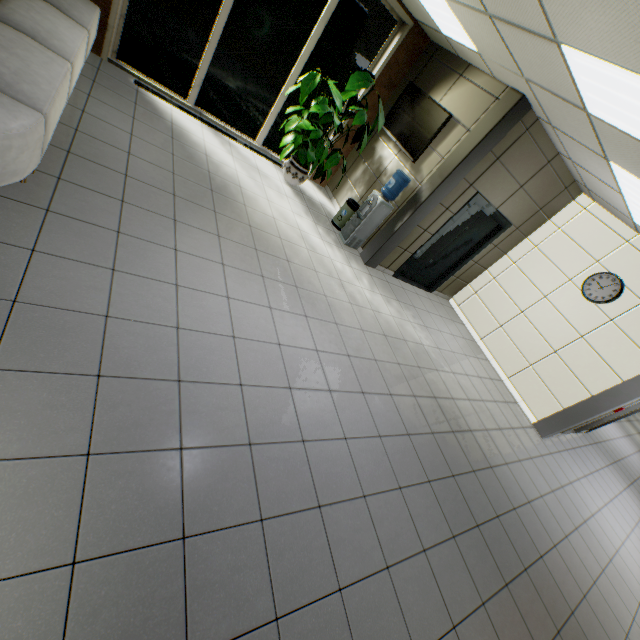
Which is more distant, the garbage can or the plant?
the garbage can

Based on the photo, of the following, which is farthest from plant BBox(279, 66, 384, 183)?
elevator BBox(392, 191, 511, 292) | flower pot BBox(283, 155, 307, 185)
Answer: elevator BBox(392, 191, 511, 292)

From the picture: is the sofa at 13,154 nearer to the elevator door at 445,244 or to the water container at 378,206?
the water container at 378,206

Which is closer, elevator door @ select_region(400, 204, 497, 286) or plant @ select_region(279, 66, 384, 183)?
plant @ select_region(279, 66, 384, 183)

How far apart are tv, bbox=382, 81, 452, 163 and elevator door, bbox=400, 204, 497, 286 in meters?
1.2 m

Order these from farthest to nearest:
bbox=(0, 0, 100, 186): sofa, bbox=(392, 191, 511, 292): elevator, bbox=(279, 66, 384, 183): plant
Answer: bbox=(392, 191, 511, 292): elevator < bbox=(279, 66, 384, 183): plant < bbox=(0, 0, 100, 186): sofa

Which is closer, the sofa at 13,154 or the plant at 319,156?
the sofa at 13,154

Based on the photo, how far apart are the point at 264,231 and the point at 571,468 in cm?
696
